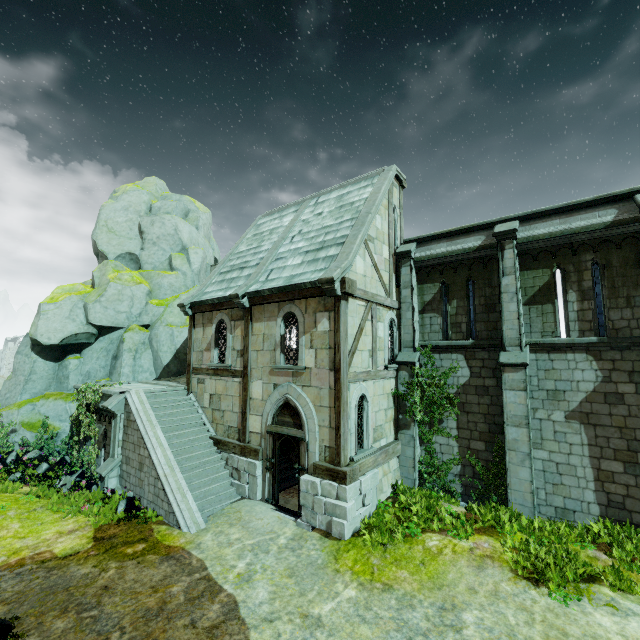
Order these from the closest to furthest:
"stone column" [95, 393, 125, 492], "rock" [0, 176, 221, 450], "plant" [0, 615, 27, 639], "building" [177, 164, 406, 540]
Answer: "plant" [0, 615, 27, 639] < "building" [177, 164, 406, 540] < "stone column" [95, 393, 125, 492] < "rock" [0, 176, 221, 450]

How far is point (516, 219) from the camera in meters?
11.4

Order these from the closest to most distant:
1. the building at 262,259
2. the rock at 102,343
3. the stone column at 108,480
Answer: the building at 262,259 → the stone column at 108,480 → the rock at 102,343

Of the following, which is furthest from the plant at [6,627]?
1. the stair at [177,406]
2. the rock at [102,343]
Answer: the rock at [102,343]

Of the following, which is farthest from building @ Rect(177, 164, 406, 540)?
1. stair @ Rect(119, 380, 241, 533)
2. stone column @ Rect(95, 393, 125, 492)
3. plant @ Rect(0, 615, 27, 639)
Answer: plant @ Rect(0, 615, 27, 639)

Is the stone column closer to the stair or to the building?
the stair

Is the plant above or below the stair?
below

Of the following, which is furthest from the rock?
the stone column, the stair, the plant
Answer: the plant
